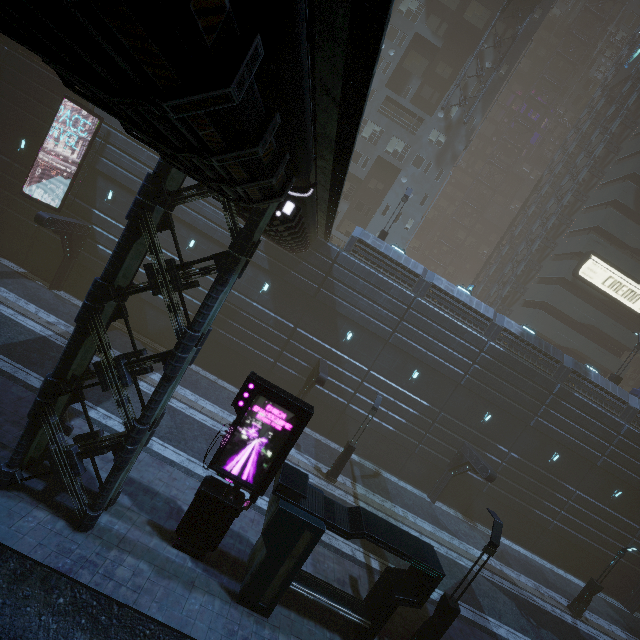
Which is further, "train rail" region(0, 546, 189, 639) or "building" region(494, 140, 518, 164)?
"building" region(494, 140, 518, 164)

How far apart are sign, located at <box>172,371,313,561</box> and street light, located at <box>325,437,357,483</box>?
8.4m

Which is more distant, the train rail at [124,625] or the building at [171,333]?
the train rail at [124,625]

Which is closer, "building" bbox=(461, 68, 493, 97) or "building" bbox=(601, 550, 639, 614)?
"building" bbox=(601, 550, 639, 614)

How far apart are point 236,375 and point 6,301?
13.1 meters

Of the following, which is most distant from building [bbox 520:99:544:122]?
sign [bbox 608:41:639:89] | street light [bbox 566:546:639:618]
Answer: street light [bbox 566:546:639:618]

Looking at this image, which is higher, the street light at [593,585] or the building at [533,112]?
the building at [533,112]

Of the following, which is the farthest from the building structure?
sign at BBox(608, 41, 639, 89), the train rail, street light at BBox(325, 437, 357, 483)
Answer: the train rail
